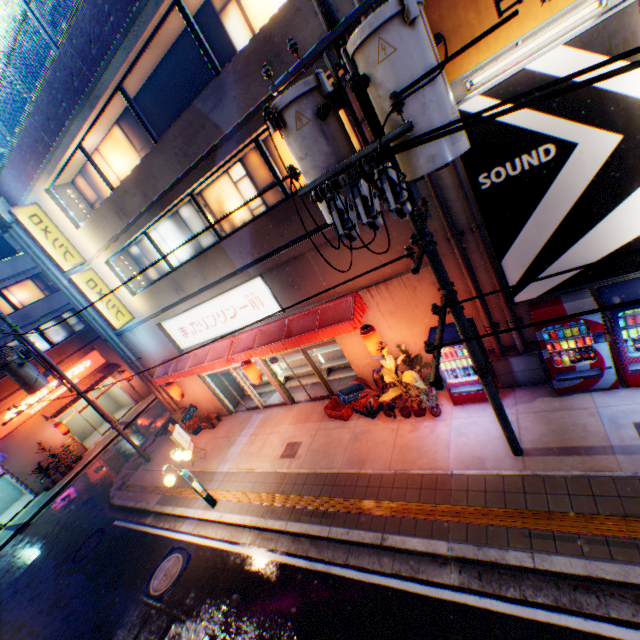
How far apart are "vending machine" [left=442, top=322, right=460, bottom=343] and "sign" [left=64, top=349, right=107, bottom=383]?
24.01m

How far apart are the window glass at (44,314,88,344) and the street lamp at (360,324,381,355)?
23.2m

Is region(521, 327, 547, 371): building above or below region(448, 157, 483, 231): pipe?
below

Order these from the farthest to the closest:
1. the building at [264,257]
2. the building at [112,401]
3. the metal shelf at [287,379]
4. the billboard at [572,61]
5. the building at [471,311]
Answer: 1. the building at [112,401]
2. the metal shelf at [287,379]
3. the building at [264,257]
4. the building at [471,311]
5. the billboard at [572,61]

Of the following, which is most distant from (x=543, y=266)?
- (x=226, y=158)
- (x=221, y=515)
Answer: (x=221, y=515)

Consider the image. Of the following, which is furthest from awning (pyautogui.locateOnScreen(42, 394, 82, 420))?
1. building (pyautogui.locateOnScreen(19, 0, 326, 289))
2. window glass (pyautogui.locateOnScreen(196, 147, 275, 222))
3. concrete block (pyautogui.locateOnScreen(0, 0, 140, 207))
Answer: window glass (pyautogui.locateOnScreen(196, 147, 275, 222))

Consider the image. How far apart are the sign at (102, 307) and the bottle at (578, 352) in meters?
14.8 m

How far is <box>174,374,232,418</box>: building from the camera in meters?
14.7
